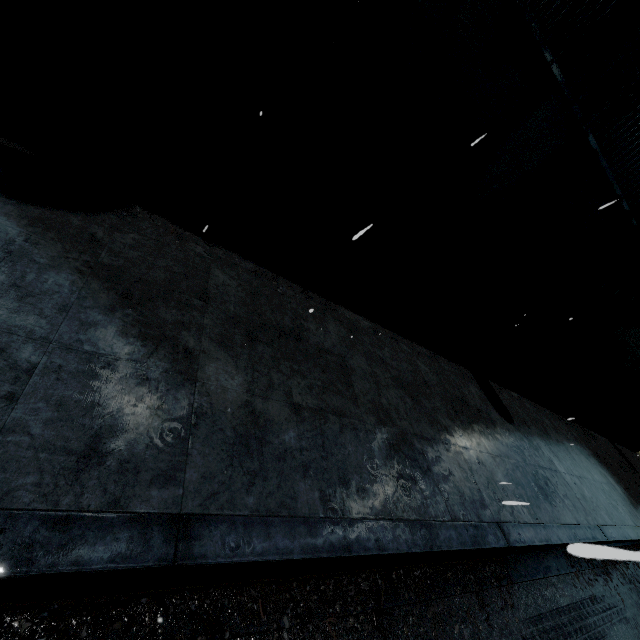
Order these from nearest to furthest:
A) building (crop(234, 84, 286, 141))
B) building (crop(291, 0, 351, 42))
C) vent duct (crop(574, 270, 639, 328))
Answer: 1. building (crop(291, 0, 351, 42))
2. building (crop(234, 84, 286, 141))
3. vent duct (crop(574, 270, 639, 328))

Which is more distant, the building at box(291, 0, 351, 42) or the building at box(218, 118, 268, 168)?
the building at box(218, 118, 268, 168)

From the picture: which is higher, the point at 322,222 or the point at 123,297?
the point at 322,222

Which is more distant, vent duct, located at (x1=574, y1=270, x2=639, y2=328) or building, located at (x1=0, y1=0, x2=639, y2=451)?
vent duct, located at (x1=574, y1=270, x2=639, y2=328)

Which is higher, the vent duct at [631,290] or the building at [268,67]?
the vent duct at [631,290]

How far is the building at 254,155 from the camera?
4.5 meters
